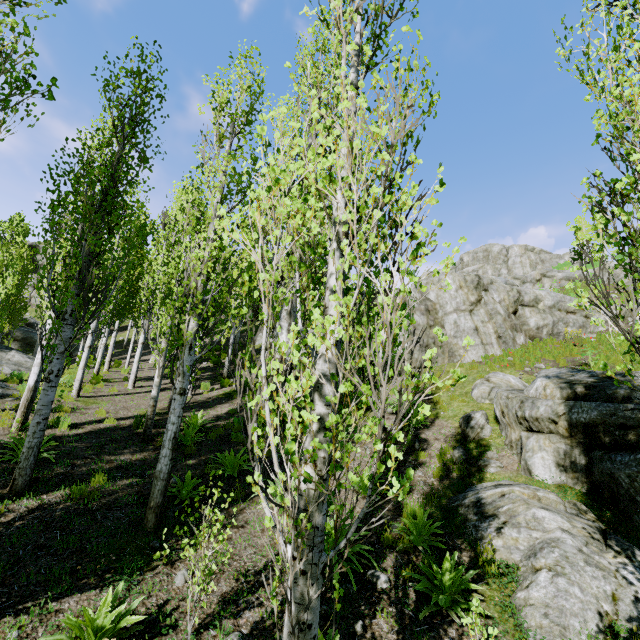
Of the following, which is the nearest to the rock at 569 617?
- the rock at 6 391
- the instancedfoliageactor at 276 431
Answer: the instancedfoliageactor at 276 431

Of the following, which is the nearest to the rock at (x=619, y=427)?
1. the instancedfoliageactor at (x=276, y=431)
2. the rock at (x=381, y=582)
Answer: the instancedfoliageactor at (x=276, y=431)

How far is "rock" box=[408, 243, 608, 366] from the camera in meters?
14.9

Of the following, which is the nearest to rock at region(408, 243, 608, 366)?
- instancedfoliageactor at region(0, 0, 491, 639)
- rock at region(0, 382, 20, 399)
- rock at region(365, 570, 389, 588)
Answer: instancedfoliageactor at region(0, 0, 491, 639)

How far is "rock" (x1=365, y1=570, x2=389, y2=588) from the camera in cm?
498

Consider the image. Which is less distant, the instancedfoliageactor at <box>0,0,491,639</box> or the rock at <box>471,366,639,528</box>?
the instancedfoliageactor at <box>0,0,491,639</box>

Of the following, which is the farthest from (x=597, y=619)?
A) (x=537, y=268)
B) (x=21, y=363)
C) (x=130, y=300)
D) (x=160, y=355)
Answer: (x=537, y=268)

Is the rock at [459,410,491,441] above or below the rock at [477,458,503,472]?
above
